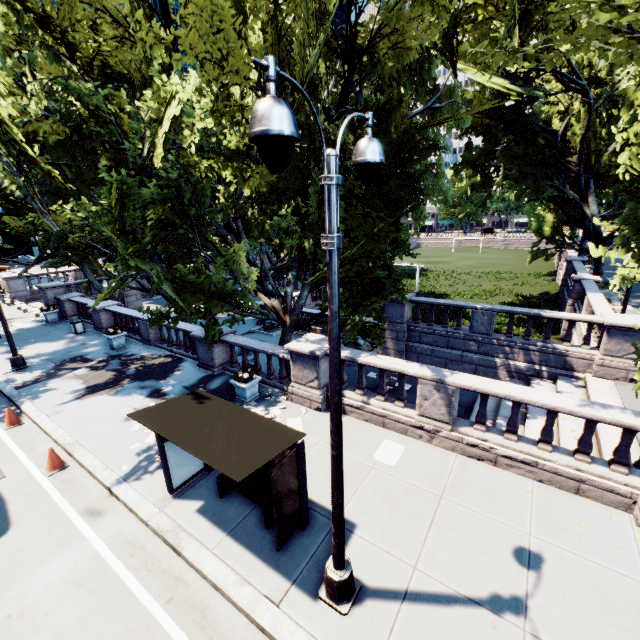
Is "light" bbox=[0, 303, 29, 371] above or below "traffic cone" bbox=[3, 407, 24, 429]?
above

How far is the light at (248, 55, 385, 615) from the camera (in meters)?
2.64

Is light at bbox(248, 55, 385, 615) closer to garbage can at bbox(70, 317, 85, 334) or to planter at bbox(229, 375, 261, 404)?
planter at bbox(229, 375, 261, 404)

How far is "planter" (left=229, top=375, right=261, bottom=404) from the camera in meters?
11.2

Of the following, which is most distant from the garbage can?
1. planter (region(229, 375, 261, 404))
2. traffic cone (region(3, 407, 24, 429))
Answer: planter (region(229, 375, 261, 404))

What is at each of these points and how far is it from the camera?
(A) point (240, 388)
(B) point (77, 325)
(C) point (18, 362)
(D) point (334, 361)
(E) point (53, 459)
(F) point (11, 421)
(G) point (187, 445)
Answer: (A) planter, 11.41m
(B) garbage can, 19.41m
(C) light, 14.87m
(D) light, 4.23m
(E) traffic cone, 8.80m
(F) traffic cone, 10.87m
(G) bus stop, 5.69m

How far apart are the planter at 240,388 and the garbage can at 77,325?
14.0 meters

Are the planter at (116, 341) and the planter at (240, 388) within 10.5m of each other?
yes
